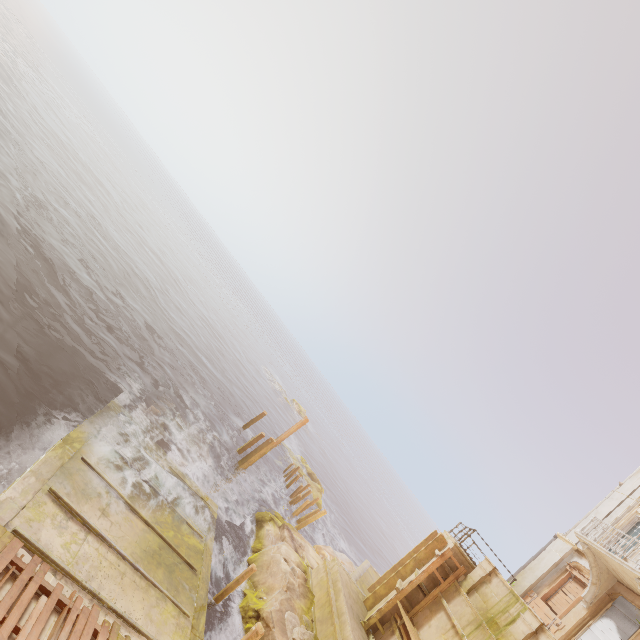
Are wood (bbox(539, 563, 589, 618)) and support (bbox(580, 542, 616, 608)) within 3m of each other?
yes

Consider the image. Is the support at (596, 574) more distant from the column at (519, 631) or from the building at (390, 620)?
the column at (519, 631)

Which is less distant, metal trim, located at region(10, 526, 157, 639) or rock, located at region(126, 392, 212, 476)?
metal trim, located at region(10, 526, 157, 639)

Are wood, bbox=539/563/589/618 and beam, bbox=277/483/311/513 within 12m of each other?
no

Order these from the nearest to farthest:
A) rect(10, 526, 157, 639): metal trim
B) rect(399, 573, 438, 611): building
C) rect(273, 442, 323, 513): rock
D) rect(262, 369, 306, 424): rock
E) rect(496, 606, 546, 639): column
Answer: rect(10, 526, 157, 639): metal trim < rect(496, 606, 546, 639): column < rect(399, 573, 438, 611): building < rect(273, 442, 323, 513): rock < rect(262, 369, 306, 424): rock

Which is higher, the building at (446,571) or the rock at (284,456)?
the building at (446,571)

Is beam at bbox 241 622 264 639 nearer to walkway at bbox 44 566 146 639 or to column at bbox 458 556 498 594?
walkway at bbox 44 566 146 639

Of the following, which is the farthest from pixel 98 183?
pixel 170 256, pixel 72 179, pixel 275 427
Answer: pixel 275 427
